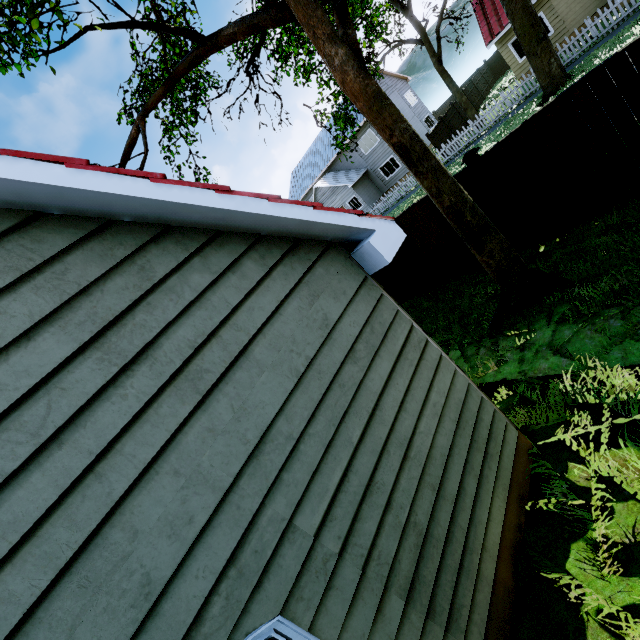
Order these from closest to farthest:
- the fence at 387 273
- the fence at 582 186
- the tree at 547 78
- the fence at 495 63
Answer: the fence at 582 186
the fence at 387 273
the tree at 547 78
the fence at 495 63

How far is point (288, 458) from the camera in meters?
2.4 m

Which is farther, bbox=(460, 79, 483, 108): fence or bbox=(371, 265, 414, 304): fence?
bbox=(460, 79, 483, 108): fence

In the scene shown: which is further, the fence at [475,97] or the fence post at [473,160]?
the fence at [475,97]

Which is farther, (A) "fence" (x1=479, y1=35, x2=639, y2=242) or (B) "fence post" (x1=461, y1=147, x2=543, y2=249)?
(B) "fence post" (x1=461, y1=147, x2=543, y2=249)

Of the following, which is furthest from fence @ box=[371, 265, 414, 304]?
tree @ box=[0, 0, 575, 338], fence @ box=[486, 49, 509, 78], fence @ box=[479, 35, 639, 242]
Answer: fence @ box=[486, 49, 509, 78]

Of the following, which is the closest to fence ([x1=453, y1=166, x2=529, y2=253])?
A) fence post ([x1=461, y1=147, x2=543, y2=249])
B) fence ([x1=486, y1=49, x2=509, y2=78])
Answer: fence post ([x1=461, y1=147, x2=543, y2=249])
